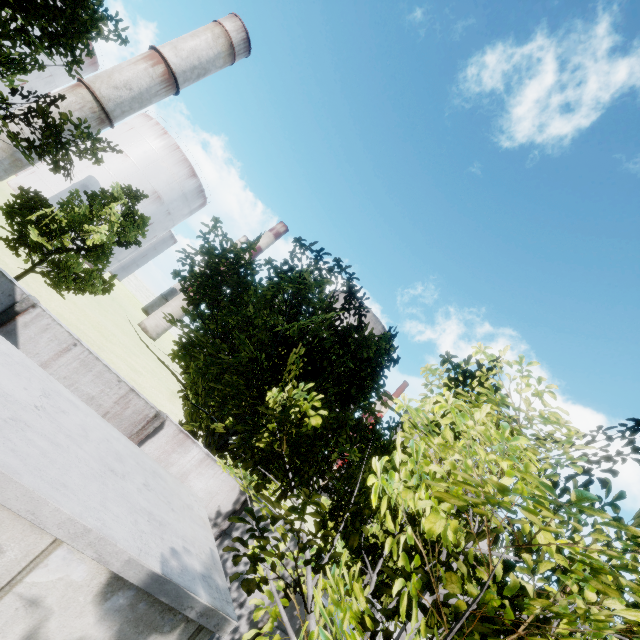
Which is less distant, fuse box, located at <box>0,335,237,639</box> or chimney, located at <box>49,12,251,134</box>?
fuse box, located at <box>0,335,237,639</box>

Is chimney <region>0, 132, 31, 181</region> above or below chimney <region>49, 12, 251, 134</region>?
below

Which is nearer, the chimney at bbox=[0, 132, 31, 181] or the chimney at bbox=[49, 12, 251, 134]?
the chimney at bbox=[0, 132, 31, 181]

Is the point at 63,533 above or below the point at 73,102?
below

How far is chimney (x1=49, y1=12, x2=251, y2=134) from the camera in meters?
40.5

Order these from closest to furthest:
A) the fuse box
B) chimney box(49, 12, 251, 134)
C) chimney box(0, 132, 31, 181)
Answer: the fuse box < chimney box(0, 132, 31, 181) < chimney box(49, 12, 251, 134)

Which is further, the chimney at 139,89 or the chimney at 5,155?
the chimney at 139,89

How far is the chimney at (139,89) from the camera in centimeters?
4050cm
